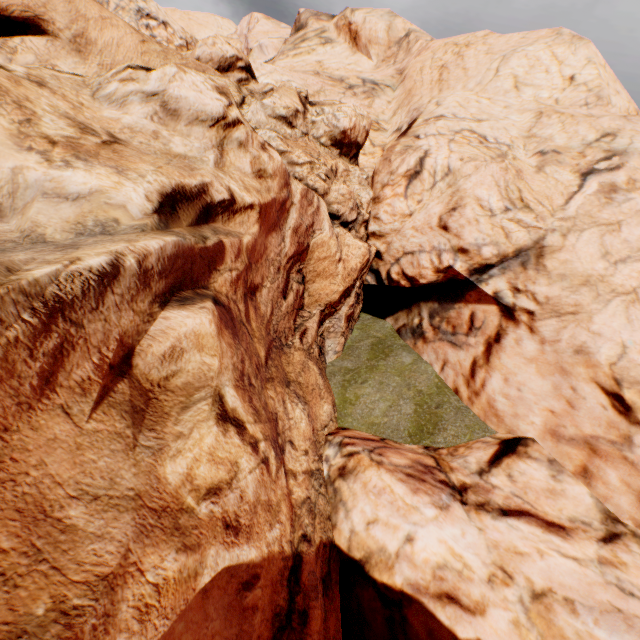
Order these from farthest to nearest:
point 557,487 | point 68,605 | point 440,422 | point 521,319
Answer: point 440,422 < point 521,319 < point 557,487 < point 68,605
